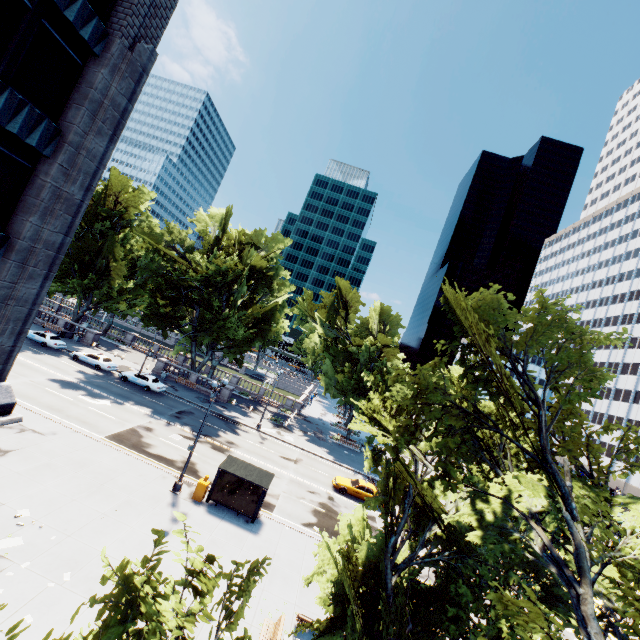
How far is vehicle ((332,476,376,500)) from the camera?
28.80m

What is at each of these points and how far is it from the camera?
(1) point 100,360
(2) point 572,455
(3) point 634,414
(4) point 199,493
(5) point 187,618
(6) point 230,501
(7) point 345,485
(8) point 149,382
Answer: (1) vehicle, 36.9 meters
(2) tree, 8.6 meters
(3) building, 58.8 meters
(4) box, 19.6 meters
(5) tree, 3.5 meters
(6) bus stop, 19.7 meters
(7) vehicle, 29.0 meters
(8) vehicle, 36.2 meters

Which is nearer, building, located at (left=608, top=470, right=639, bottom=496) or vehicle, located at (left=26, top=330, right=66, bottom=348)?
vehicle, located at (left=26, top=330, right=66, bottom=348)

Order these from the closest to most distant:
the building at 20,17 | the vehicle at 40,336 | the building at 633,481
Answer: the building at 20,17, the vehicle at 40,336, the building at 633,481

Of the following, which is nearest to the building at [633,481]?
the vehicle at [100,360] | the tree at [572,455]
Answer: the tree at [572,455]

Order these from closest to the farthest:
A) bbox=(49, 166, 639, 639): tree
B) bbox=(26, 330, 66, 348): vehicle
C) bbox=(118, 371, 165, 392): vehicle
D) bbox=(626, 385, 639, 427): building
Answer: A:
1. bbox=(49, 166, 639, 639): tree
2. bbox=(118, 371, 165, 392): vehicle
3. bbox=(26, 330, 66, 348): vehicle
4. bbox=(626, 385, 639, 427): building

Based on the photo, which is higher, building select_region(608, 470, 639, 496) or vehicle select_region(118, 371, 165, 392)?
building select_region(608, 470, 639, 496)

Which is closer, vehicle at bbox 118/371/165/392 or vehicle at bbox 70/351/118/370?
vehicle at bbox 118/371/165/392
